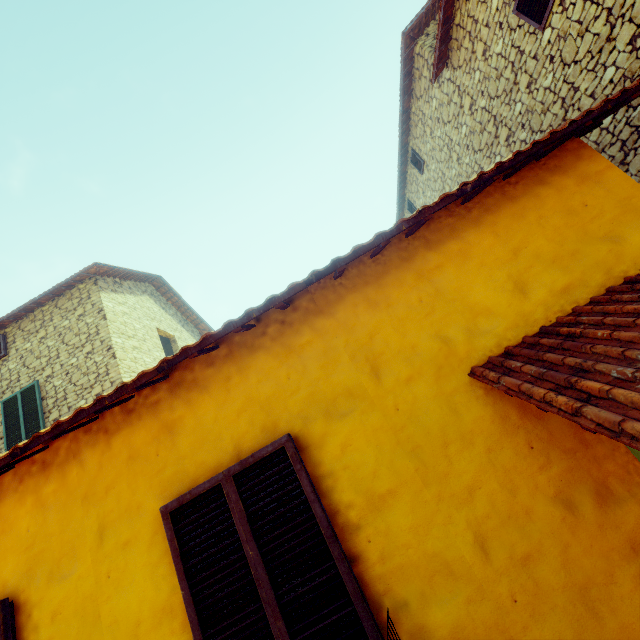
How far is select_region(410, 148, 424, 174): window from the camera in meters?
10.5 m

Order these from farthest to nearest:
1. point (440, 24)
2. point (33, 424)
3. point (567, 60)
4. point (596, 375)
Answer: point (33, 424) → point (440, 24) → point (567, 60) → point (596, 375)

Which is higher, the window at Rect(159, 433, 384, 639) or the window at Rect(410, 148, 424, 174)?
the window at Rect(410, 148, 424, 174)

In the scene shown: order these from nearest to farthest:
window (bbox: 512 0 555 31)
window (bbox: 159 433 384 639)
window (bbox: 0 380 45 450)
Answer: window (bbox: 159 433 384 639) → window (bbox: 512 0 555 31) → window (bbox: 0 380 45 450)

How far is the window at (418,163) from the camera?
10.54m

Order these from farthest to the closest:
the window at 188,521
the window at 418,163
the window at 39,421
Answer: the window at 418,163
the window at 39,421
the window at 188,521

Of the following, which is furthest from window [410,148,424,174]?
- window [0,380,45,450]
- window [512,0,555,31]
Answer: window [0,380,45,450]
